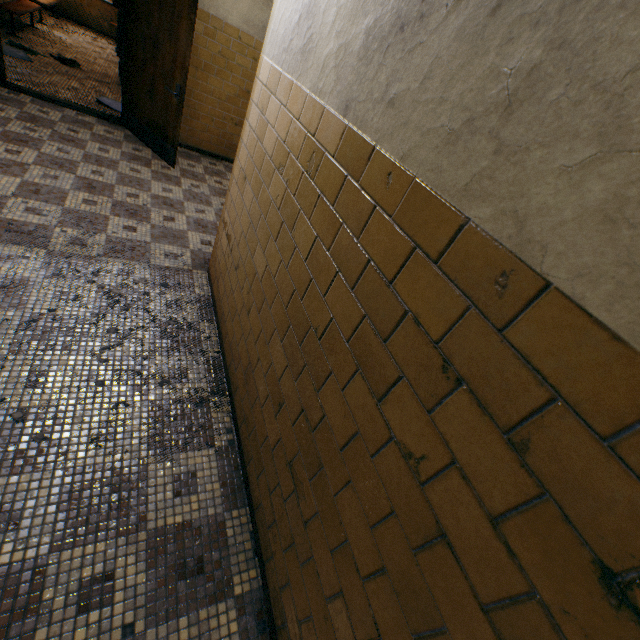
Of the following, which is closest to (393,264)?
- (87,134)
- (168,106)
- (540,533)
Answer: (540,533)
